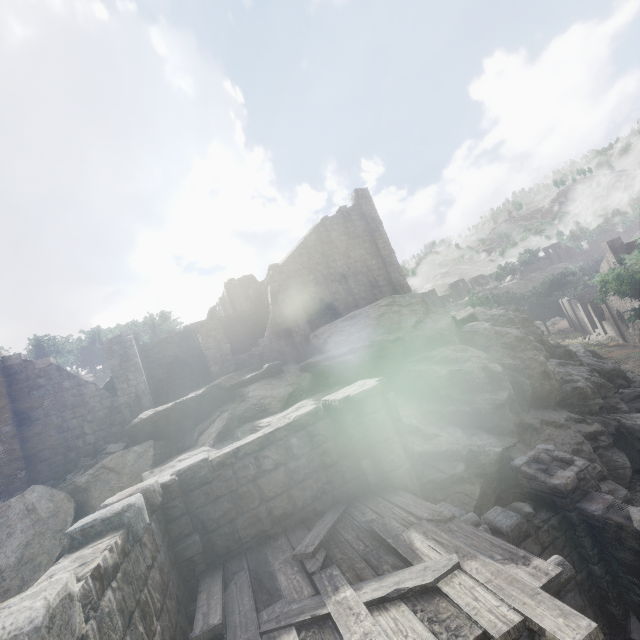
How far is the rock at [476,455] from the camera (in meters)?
11.05

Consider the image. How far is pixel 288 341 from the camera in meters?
20.7 m

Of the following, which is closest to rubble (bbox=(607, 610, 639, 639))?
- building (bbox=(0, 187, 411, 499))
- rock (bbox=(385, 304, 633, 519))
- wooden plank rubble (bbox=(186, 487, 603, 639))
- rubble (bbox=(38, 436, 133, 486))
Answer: building (bbox=(0, 187, 411, 499))

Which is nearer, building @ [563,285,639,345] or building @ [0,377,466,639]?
building @ [0,377,466,639]

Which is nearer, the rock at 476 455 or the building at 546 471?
the building at 546 471

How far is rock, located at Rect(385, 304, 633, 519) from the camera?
11.0m

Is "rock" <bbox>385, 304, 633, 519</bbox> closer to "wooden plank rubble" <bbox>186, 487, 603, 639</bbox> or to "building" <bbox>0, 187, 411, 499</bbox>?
"building" <bbox>0, 187, 411, 499</bbox>

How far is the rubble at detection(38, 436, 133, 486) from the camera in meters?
13.2 m
